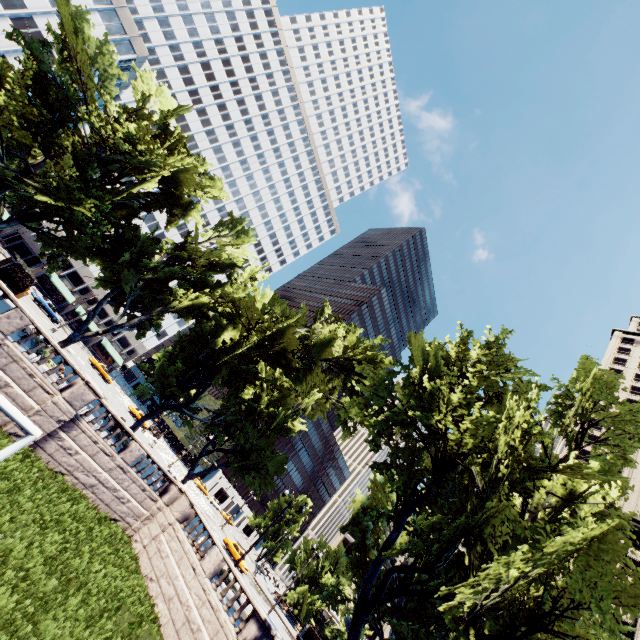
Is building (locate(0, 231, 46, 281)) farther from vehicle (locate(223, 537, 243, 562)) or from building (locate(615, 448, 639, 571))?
building (locate(615, 448, 639, 571))

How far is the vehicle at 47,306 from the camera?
43.1m

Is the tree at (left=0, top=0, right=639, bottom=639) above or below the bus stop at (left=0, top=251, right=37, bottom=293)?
above

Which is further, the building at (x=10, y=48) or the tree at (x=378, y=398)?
the building at (x=10, y=48)

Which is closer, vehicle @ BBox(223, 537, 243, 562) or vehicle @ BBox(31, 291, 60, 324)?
vehicle @ BBox(223, 537, 243, 562)

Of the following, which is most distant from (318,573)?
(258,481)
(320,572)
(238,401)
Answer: (238,401)

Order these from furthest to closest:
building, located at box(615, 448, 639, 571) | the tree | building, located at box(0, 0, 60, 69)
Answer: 1. building, located at box(615, 448, 639, 571)
2. building, located at box(0, 0, 60, 69)
3. the tree
